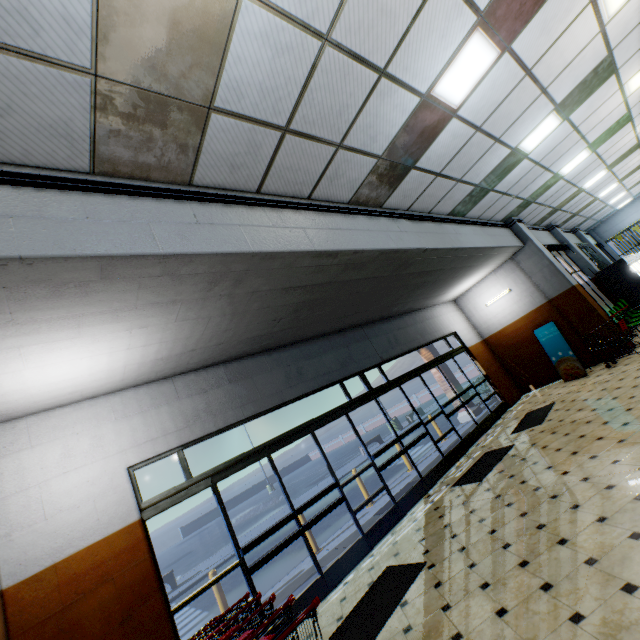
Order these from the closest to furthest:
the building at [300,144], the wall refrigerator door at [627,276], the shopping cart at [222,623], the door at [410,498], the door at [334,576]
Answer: the shopping cart at [222,623]
the building at [300,144]
the door at [334,576]
the door at [410,498]
the wall refrigerator door at [627,276]

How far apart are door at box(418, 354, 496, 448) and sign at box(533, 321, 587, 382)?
2.3m

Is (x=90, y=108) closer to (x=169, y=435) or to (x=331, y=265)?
(x=331, y=265)

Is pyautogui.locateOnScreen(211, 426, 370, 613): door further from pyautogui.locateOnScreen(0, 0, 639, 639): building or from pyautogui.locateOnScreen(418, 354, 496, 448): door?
pyautogui.locateOnScreen(418, 354, 496, 448): door

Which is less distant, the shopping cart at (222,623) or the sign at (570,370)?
the shopping cart at (222,623)

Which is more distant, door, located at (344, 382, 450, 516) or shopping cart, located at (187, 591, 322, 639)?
door, located at (344, 382, 450, 516)

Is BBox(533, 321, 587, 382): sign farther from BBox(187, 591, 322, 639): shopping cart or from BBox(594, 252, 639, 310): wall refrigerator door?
BBox(187, 591, 322, 639): shopping cart

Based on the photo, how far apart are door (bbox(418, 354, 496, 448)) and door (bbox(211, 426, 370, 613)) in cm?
402
